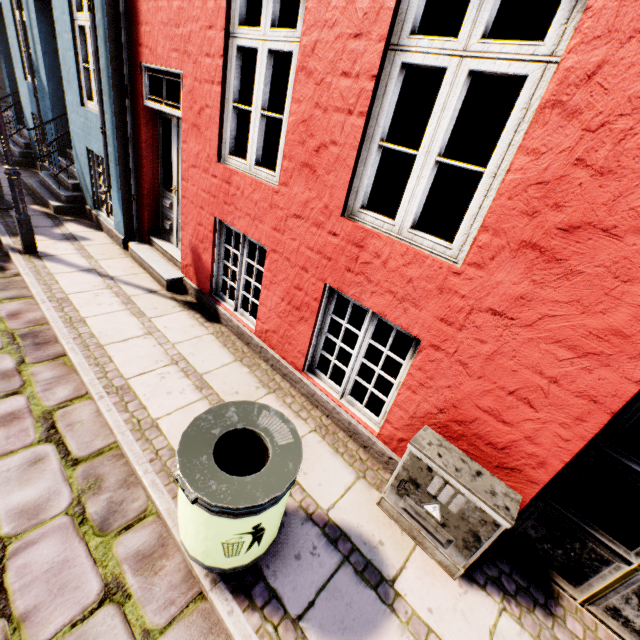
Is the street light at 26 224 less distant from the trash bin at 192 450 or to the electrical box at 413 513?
the trash bin at 192 450

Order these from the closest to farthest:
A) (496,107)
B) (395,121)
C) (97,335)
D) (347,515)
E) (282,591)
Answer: (282,591), (347,515), (97,335), (395,121), (496,107)

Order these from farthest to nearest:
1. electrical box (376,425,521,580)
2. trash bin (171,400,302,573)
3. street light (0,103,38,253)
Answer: street light (0,103,38,253), electrical box (376,425,521,580), trash bin (171,400,302,573)

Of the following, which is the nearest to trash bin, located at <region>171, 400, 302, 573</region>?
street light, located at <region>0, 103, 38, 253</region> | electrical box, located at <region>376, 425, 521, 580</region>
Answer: electrical box, located at <region>376, 425, 521, 580</region>

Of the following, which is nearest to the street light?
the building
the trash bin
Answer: the building

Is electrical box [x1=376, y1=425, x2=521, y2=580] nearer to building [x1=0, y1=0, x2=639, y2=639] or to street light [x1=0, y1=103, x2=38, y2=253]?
building [x1=0, y1=0, x2=639, y2=639]

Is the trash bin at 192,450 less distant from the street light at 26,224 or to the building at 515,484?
the building at 515,484

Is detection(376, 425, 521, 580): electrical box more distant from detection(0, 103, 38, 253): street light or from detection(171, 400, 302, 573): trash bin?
detection(0, 103, 38, 253): street light
